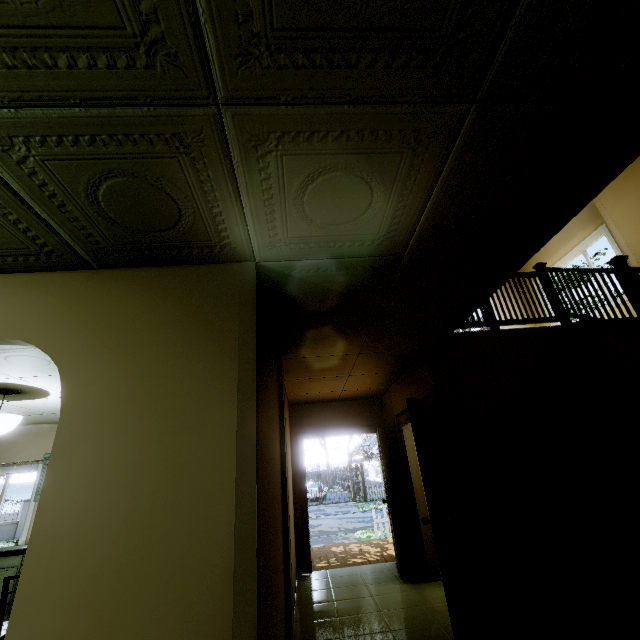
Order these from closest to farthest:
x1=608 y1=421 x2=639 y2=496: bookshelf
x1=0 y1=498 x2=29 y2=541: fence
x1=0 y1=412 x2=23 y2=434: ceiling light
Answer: x1=608 y1=421 x2=639 y2=496: bookshelf → x1=0 y1=412 x2=23 y2=434: ceiling light → x1=0 y1=498 x2=29 y2=541: fence

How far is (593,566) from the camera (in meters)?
3.14

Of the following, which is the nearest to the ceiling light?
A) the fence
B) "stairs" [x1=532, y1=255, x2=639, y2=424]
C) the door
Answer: the door

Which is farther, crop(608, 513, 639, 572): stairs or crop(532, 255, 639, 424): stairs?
crop(532, 255, 639, 424): stairs

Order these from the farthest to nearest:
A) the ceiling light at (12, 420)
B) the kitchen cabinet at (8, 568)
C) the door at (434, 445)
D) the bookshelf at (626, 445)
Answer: the kitchen cabinet at (8, 568)
the ceiling light at (12, 420)
the bookshelf at (626, 445)
the door at (434, 445)

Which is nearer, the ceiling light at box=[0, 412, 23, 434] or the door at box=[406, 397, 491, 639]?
the door at box=[406, 397, 491, 639]

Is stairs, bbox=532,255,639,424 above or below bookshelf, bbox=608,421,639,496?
above

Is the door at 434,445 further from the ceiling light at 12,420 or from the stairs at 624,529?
the ceiling light at 12,420
